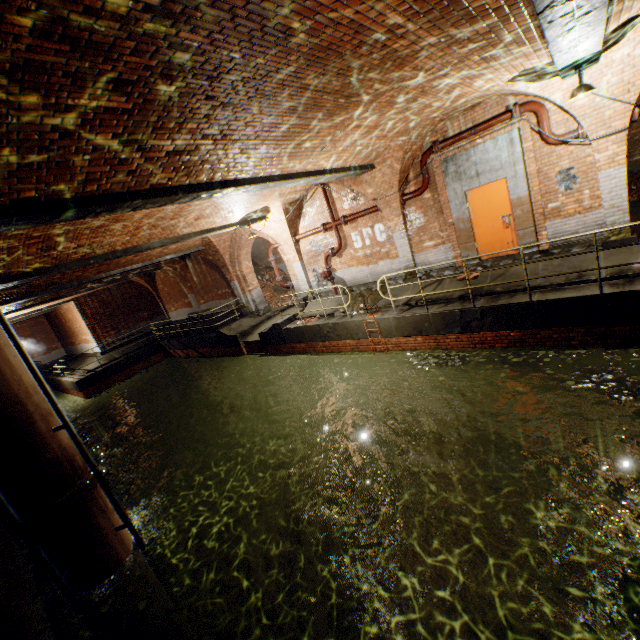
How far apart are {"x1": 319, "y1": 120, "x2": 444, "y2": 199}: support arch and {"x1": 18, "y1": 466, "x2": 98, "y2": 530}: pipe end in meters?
8.9 m

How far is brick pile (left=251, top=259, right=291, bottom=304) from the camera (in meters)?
20.57

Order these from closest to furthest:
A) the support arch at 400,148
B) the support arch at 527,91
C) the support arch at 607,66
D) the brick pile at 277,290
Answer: the support arch at 607,66 → the support arch at 527,91 → the support arch at 400,148 → the brick pile at 277,290

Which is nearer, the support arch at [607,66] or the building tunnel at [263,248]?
the support arch at [607,66]

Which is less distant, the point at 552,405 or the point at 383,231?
the point at 552,405

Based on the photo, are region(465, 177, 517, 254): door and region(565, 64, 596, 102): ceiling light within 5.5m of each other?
yes

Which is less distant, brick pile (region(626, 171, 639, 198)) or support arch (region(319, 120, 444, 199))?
support arch (region(319, 120, 444, 199))

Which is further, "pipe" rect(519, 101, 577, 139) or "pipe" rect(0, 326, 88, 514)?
"pipe" rect(519, 101, 577, 139)
